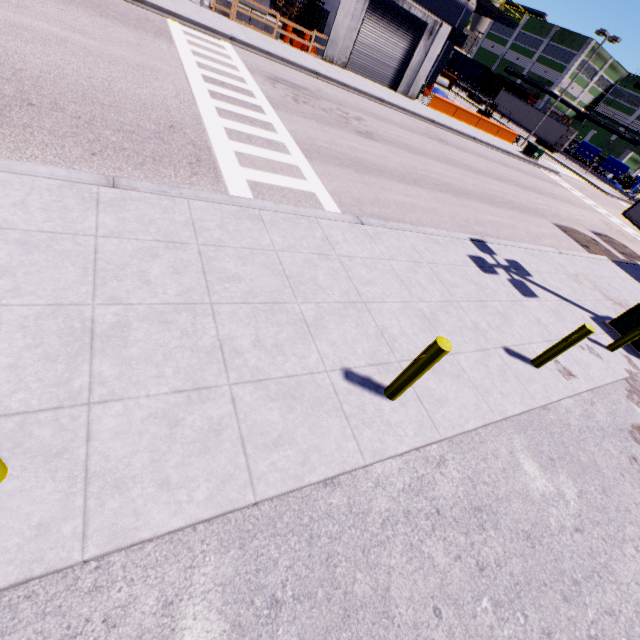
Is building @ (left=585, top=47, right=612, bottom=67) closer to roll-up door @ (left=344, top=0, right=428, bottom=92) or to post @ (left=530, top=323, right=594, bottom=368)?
roll-up door @ (left=344, top=0, right=428, bottom=92)

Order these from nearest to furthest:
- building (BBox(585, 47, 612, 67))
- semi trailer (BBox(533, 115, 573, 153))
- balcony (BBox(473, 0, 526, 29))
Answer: balcony (BBox(473, 0, 526, 29))
semi trailer (BBox(533, 115, 573, 153))
building (BBox(585, 47, 612, 67))

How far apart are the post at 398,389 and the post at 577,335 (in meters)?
3.51

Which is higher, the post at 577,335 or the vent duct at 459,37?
the vent duct at 459,37

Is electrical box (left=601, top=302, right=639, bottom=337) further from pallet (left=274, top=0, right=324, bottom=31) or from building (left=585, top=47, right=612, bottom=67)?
pallet (left=274, top=0, right=324, bottom=31)

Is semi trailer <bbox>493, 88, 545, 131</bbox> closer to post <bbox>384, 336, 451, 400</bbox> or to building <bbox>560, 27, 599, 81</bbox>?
building <bbox>560, 27, 599, 81</bbox>

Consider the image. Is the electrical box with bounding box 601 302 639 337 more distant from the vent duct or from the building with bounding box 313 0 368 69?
the vent duct

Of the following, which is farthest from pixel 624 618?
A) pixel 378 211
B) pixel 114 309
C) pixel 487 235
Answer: pixel 487 235
